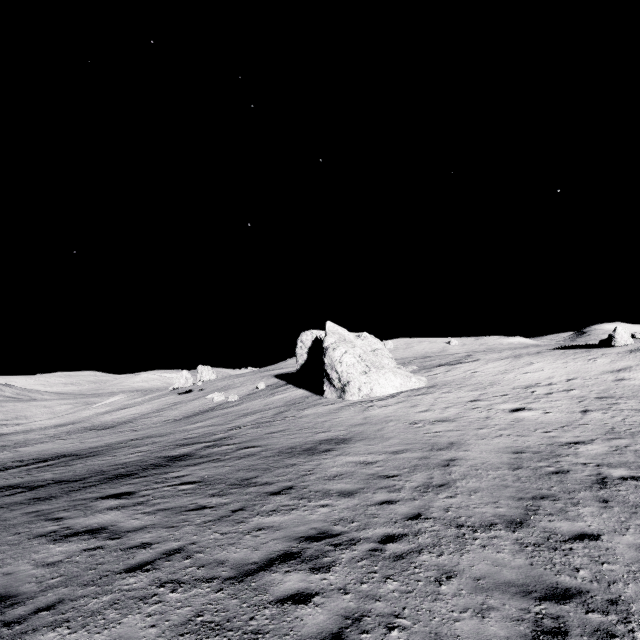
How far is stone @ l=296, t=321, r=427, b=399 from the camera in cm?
2698

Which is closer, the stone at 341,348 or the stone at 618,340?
the stone at 341,348

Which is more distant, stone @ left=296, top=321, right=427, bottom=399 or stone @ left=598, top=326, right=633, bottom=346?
stone @ left=598, top=326, right=633, bottom=346

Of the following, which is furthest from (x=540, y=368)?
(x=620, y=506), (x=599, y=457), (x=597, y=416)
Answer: (x=620, y=506)

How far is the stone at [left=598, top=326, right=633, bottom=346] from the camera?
28.4m

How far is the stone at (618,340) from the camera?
28.4m
